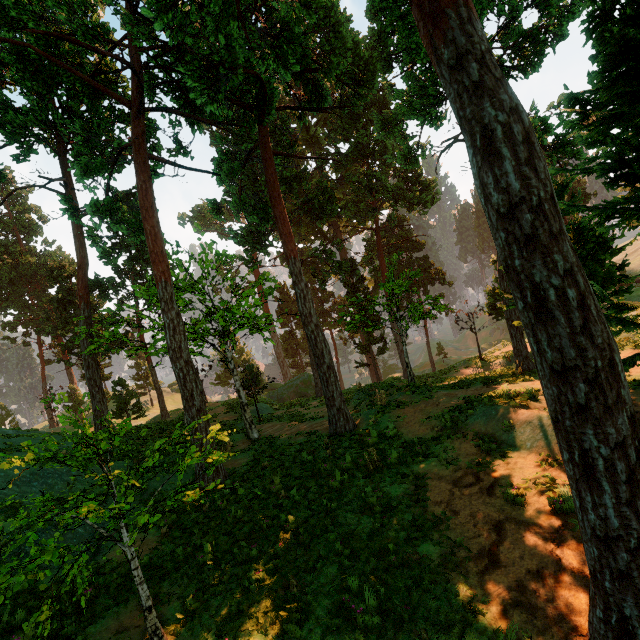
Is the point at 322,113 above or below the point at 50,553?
above
